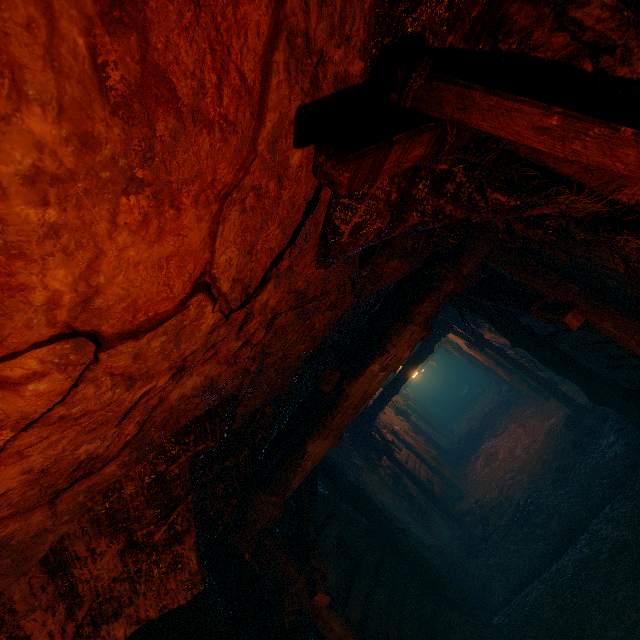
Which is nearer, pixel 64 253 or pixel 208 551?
pixel 64 253

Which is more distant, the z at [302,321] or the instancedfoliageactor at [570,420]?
the instancedfoliageactor at [570,420]

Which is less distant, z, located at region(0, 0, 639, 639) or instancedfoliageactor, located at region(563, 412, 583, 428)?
z, located at region(0, 0, 639, 639)

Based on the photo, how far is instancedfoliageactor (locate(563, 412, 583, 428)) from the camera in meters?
7.6

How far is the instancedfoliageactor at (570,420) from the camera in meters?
7.6
